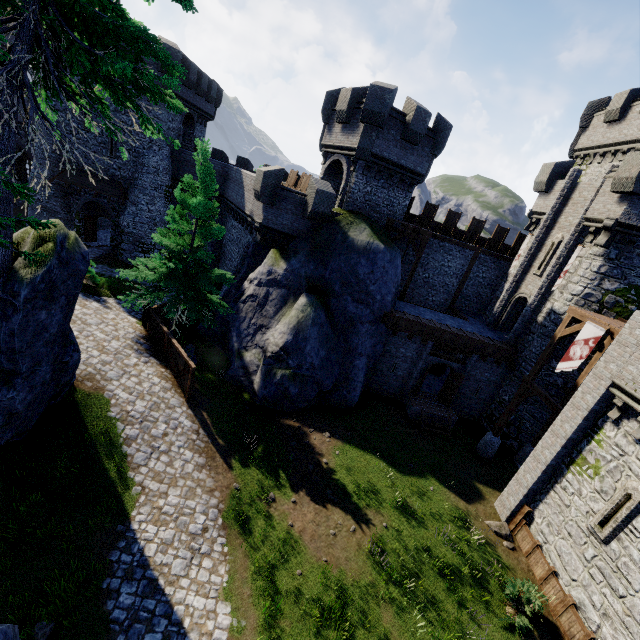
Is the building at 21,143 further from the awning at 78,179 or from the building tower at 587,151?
the building tower at 587,151

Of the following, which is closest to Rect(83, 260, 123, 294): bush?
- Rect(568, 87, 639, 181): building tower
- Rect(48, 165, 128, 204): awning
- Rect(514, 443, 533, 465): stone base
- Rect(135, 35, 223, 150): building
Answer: Rect(48, 165, 128, 204): awning

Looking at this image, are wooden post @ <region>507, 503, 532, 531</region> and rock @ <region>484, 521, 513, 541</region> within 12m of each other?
yes

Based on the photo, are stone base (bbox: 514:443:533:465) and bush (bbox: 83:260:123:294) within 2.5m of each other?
no

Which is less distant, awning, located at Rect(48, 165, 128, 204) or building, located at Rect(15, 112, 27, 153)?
awning, located at Rect(48, 165, 128, 204)

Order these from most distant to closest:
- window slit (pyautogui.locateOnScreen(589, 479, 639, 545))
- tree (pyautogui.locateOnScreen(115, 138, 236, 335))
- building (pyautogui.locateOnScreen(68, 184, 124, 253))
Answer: building (pyautogui.locateOnScreen(68, 184, 124, 253))
tree (pyautogui.locateOnScreen(115, 138, 236, 335))
window slit (pyautogui.locateOnScreen(589, 479, 639, 545))

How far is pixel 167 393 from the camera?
14.49m

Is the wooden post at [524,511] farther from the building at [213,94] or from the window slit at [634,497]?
the building at [213,94]
